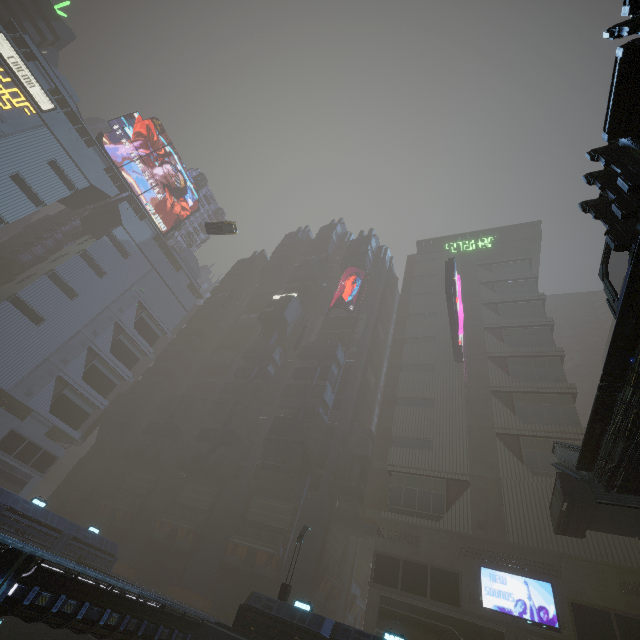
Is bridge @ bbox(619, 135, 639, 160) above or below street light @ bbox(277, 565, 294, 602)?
above

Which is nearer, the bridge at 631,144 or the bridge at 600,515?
the bridge at 631,144

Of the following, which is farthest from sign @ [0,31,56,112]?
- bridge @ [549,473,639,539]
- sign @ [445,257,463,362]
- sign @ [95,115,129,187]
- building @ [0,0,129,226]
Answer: bridge @ [549,473,639,539]

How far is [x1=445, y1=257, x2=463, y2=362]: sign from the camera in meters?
39.4 m

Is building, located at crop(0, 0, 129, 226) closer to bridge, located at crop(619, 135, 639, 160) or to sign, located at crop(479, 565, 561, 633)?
sign, located at crop(479, 565, 561, 633)

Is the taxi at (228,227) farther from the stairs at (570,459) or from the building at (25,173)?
the stairs at (570,459)

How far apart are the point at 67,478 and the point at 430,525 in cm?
5948

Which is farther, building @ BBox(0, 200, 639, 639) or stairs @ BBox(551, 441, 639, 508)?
building @ BBox(0, 200, 639, 639)
